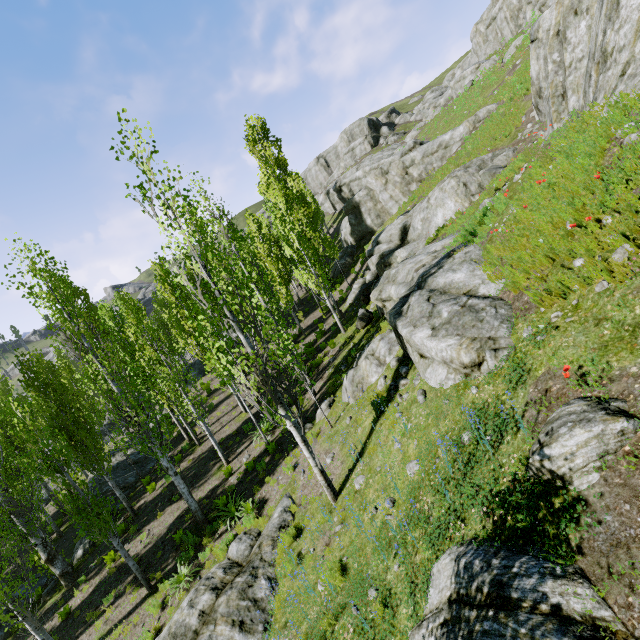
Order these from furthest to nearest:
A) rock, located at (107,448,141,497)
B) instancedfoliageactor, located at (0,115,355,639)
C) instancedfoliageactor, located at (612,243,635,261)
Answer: rock, located at (107,448,141,497) < instancedfoliageactor, located at (0,115,355,639) < instancedfoliageactor, located at (612,243,635,261)

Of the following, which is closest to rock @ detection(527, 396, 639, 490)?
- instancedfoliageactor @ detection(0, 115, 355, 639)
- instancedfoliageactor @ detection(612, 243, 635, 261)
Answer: instancedfoliageactor @ detection(0, 115, 355, 639)

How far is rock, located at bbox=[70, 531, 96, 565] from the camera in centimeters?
1601cm

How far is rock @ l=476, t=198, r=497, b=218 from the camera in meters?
10.6 m

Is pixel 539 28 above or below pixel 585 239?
above

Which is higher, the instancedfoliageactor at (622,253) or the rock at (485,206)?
the rock at (485,206)

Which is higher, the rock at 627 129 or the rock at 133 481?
the rock at 627 129

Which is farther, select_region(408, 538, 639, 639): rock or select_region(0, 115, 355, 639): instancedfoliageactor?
select_region(0, 115, 355, 639): instancedfoliageactor
